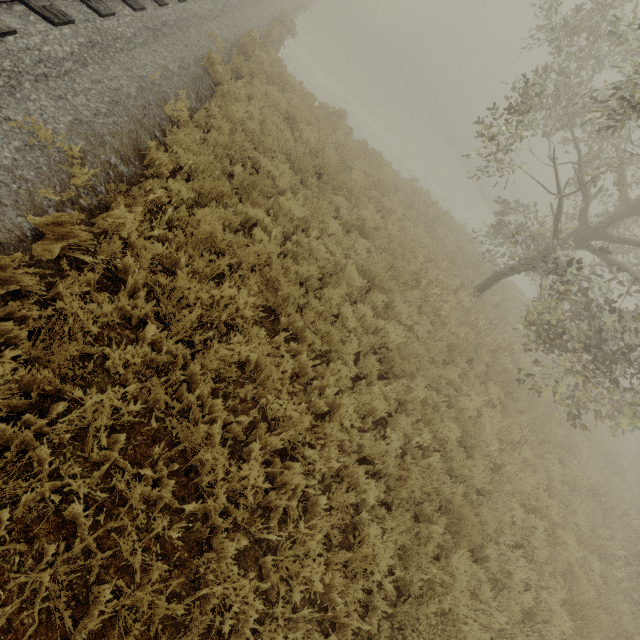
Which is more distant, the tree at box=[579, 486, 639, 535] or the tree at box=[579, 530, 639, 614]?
the tree at box=[579, 486, 639, 535]

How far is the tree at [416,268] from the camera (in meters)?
8.92

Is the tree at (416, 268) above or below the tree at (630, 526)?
above

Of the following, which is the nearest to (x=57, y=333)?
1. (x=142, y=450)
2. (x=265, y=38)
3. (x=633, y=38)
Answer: (x=142, y=450)

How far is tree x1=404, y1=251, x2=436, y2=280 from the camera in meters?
8.9 m
